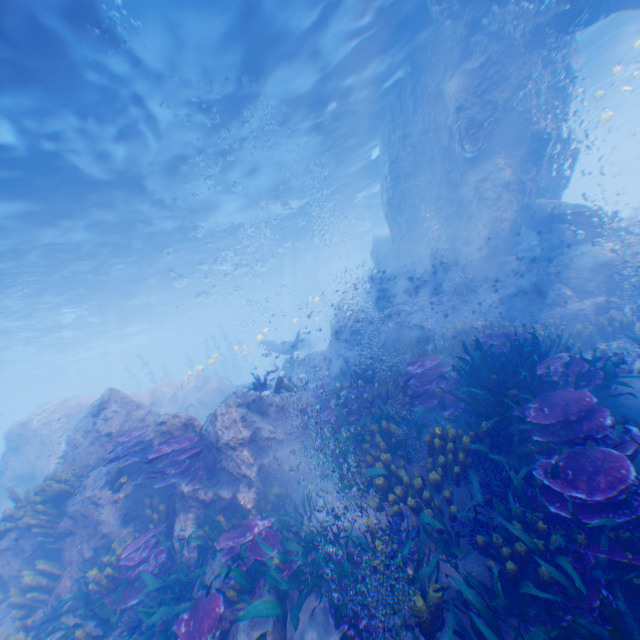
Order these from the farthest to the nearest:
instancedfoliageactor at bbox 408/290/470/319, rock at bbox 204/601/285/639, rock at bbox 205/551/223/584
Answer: instancedfoliageactor at bbox 408/290/470/319, rock at bbox 205/551/223/584, rock at bbox 204/601/285/639

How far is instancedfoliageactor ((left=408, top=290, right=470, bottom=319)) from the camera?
14.65m

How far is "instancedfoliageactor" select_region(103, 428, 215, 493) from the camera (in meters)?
6.99

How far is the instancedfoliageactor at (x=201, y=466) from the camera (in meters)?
6.99

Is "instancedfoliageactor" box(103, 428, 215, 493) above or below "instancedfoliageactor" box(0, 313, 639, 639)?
above

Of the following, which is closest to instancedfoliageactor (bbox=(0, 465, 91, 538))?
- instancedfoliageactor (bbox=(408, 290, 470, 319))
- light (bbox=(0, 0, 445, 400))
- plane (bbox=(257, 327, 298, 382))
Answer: plane (bbox=(257, 327, 298, 382))

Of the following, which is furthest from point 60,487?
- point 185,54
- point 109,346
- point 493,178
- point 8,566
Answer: point 109,346

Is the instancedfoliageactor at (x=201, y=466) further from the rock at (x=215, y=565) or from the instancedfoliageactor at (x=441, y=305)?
the instancedfoliageactor at (x=441, y=305)
